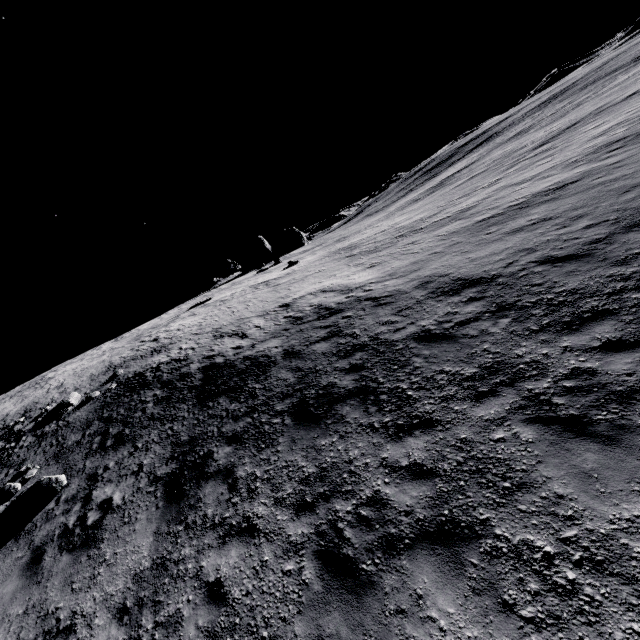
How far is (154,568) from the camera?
6.8m

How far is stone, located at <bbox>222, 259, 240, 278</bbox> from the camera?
44.7m

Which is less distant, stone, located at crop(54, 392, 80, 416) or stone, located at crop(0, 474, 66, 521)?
stone, located at crop(0, 474, 66, 521)

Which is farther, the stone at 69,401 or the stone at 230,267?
the stone at 230,267

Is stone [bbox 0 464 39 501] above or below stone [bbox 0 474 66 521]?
above

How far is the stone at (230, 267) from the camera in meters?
44.7

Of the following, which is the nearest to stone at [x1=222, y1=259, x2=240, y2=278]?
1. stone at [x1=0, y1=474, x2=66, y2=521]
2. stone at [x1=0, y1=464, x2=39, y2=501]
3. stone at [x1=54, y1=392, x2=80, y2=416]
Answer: stone at [x1=54, y1=392, x2=80, y2=416]

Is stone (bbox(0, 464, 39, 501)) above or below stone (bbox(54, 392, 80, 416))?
below
